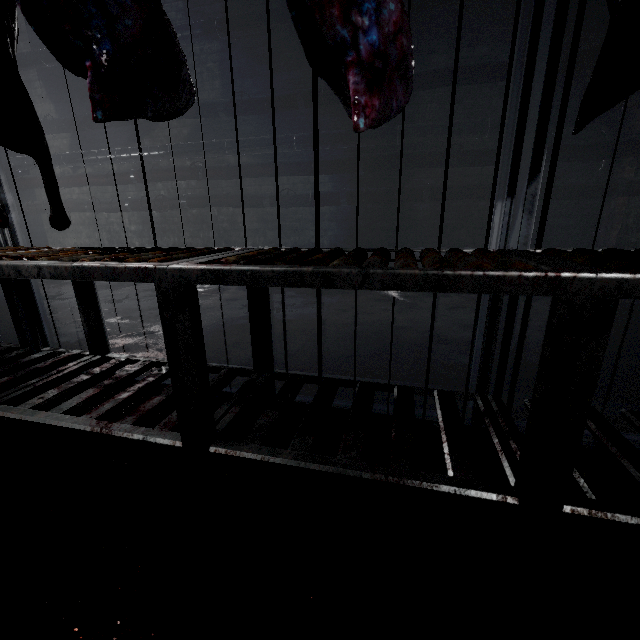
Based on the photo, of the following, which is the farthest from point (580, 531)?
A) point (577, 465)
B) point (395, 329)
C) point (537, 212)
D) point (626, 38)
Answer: point (537, 212)

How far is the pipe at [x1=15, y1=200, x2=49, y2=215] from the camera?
5.2 meters

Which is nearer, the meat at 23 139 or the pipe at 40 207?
the meat at 23 139

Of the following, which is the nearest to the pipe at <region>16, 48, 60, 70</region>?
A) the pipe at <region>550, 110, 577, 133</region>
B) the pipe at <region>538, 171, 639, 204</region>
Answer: the pipe at <region>550, 110, 577, 133</region>

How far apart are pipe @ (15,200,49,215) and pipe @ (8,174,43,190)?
0.1m

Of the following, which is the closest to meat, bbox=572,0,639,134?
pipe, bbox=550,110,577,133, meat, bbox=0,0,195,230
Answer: meat, bbox=0,0,195,230

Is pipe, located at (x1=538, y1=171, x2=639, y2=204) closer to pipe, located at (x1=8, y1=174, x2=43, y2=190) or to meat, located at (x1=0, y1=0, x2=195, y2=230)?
pipe, located at (x1=8, y1=174, x2=43, y2=190)

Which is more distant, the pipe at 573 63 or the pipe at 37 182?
the pipe at 37 182
